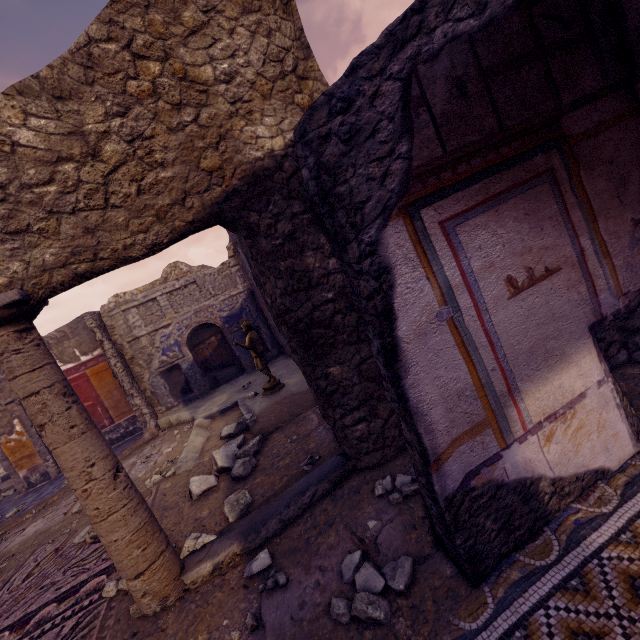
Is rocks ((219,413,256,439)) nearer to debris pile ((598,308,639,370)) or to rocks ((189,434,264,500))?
rocks ((189,434,264,500))

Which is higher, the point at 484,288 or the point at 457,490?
the point at 484,288

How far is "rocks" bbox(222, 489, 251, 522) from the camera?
2.65m

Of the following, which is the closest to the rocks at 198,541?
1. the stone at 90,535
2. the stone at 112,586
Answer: the stone at 112,586

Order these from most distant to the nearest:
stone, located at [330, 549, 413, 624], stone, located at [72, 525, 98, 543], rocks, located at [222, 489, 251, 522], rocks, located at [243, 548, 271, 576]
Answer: stone, located at [72, 525, 98, 543] < rocks, located at [222, 489, 251, 522] < rocks, located at [243, 548, 271, 576] < stone, located at [330, 549, 413, 624]

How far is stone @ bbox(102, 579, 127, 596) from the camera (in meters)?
2.32

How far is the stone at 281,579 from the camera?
1.9 meters

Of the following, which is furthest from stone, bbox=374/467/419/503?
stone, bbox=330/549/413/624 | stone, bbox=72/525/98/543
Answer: stone, bbox=72/525/98/543
